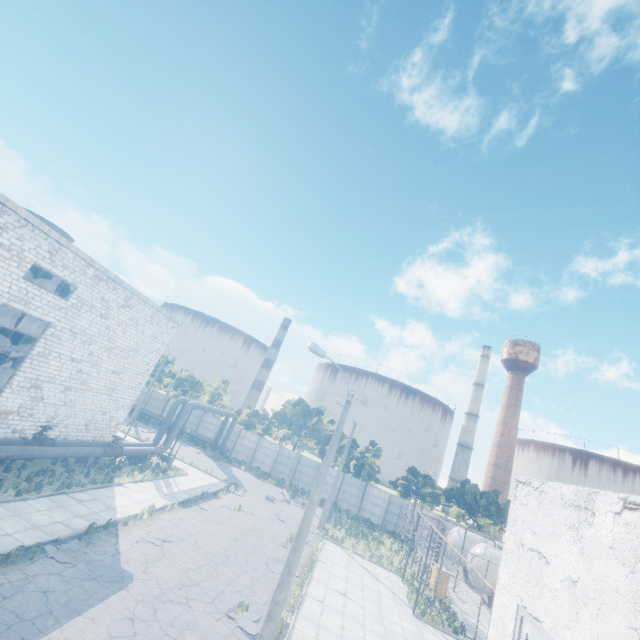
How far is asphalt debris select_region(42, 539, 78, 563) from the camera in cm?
1075

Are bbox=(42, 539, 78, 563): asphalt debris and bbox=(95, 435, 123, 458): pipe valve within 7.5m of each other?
no

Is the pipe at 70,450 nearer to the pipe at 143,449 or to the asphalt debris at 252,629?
the pipe at 143,449

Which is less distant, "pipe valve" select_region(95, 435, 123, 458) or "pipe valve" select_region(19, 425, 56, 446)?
"pipe valve" select_region(19, 425, 56, 446)

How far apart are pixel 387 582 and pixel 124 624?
17.50m

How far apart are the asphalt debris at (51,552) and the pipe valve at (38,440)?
Answer: 6.9 meters

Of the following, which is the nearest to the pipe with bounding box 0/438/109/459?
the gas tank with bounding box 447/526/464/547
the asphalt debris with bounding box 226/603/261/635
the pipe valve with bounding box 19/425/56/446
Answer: the pipe valve with bounding box 19/425/56/446

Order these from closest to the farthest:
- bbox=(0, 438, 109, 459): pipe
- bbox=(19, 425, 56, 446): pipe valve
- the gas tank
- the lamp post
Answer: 1. the lamp post
2. bbox=(0, 438, 109, 459): pipe
3. bbox=(19, 425, 56, 446): pipe valve
4. the gas tank
